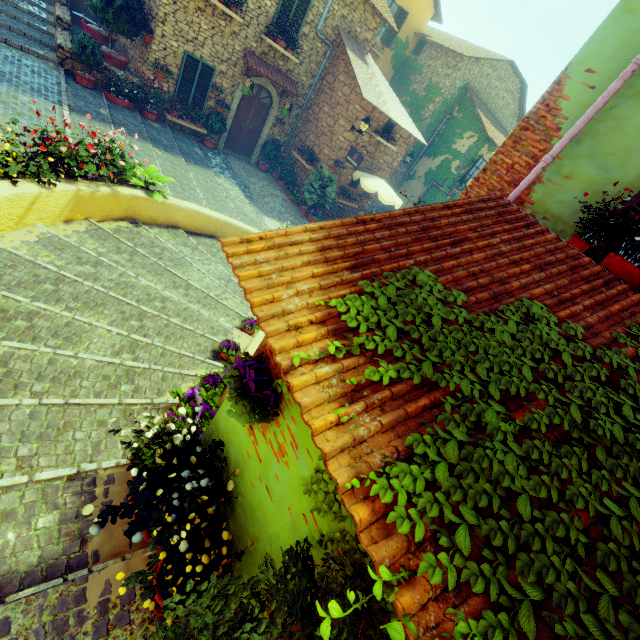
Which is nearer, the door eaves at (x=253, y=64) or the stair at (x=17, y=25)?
the stair at (x=17, y=25)

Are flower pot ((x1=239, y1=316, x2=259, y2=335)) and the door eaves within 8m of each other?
no

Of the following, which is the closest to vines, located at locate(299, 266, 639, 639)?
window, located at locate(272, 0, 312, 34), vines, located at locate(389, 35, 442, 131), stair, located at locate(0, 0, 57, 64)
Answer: stair, located at locate(0, 0, 57, 64)

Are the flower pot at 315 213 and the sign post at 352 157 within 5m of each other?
yes

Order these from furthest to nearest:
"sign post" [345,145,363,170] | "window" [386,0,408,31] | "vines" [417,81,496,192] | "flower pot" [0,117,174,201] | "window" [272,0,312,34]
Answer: "vines" [417,81,496,192] < "window" [386,0,408,31] < "sign post" [345,145,363,170] < "window" [272,0,312,34] < "flower pot" [0,117,174,201]

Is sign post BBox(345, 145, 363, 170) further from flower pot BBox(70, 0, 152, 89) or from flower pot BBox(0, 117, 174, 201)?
flower pot BBox(0, 117, 174, 201)

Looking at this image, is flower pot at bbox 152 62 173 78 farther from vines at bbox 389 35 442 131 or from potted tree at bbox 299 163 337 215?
vines at bbox 389 35 442 131

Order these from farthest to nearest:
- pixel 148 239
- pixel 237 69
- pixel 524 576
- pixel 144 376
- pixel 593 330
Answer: pixel 237 69, pixel 148 239, pixel 144 376, pixel 593 330, pixel 524 576
